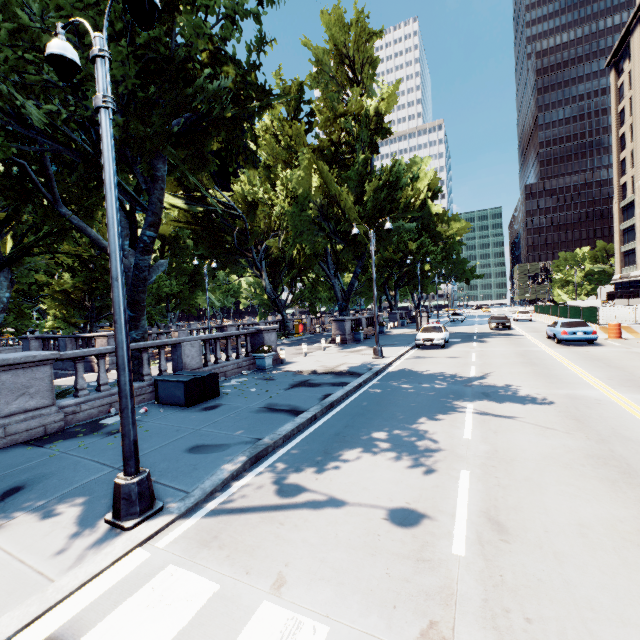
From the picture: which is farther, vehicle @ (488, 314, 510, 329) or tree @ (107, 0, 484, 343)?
vehicle @ (488, 314, 510, 329)

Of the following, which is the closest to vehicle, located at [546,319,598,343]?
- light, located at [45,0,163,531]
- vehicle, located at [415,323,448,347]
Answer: vehicle, located at [415,323,448,347]

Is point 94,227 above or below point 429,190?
below

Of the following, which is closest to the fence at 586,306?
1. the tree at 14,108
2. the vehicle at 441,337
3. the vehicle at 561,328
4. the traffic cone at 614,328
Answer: the traffic cone at 614,328

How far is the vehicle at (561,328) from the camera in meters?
18.4

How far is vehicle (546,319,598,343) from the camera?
18.42m

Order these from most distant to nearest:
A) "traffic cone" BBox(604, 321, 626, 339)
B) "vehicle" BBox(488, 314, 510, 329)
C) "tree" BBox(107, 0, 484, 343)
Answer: "vehicle" BBox(488, 314, 510, 329), "traffic cone" BBox(604, 321, 626, 339), "tree" BBox(107, 0, 484, 343)

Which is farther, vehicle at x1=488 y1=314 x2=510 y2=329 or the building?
the building
